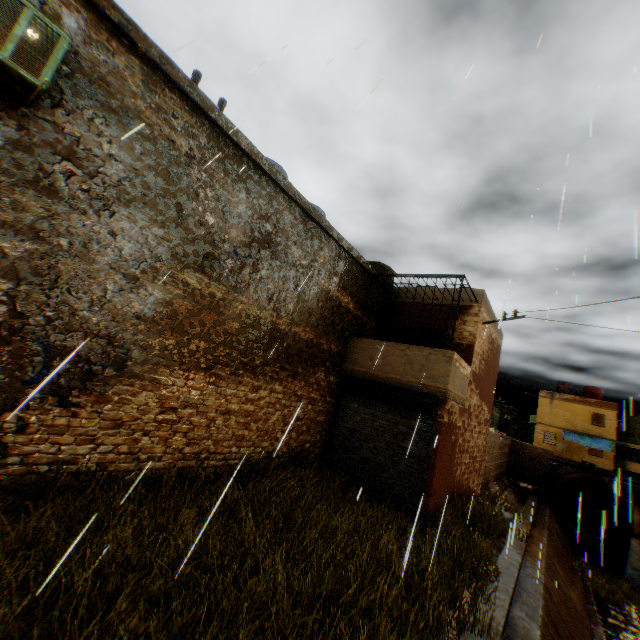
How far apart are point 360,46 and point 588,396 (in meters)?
48.52

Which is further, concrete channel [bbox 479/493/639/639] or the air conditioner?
concrete channel [bbox 479/493/639/639]

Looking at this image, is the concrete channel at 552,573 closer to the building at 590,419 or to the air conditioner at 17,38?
the building at 590,419

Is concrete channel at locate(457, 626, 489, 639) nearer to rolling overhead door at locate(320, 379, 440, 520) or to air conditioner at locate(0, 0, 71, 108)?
rolling overhead door at locate(320, 379, 440, 520)

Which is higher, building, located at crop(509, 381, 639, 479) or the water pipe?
building, located at crop(509, 381, 639, 479)

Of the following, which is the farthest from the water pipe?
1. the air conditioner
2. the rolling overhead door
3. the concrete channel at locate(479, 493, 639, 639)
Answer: the air conditioner

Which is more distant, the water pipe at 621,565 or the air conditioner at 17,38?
the water pipe at 621,565

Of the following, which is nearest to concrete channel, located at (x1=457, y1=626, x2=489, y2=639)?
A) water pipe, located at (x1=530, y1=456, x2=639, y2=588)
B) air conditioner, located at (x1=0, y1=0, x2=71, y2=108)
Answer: water pipe, located at (x1=530, y1=456, x2=639, y2=588)
